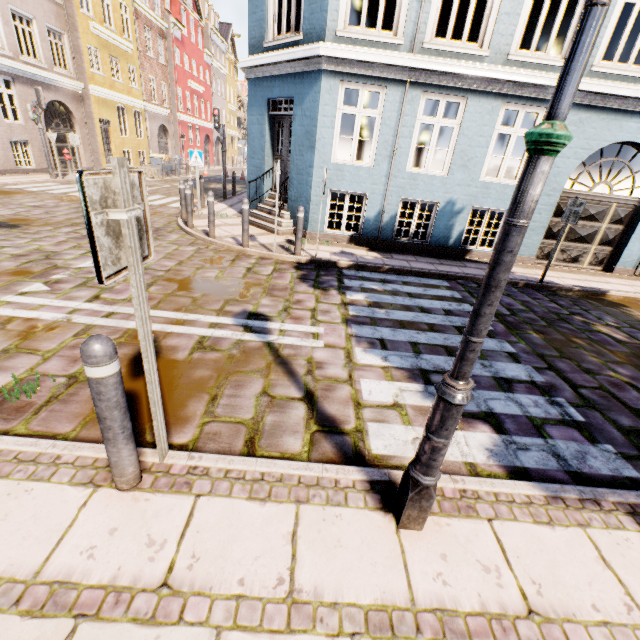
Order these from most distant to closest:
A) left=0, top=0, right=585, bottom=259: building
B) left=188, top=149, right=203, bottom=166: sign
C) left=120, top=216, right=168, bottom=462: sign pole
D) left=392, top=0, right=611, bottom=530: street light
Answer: left=188, top=149, right=203, bottom=166: sign, left=0, top=0, right=585, bottom=259: building, left=120, top=216, right=168, bottom=462: sign pole, left=392, top=0, right=611, bottom=530: street light

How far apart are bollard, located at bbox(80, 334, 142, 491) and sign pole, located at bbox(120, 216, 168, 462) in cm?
15

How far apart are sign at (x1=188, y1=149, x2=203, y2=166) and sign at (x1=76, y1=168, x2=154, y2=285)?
10.7m

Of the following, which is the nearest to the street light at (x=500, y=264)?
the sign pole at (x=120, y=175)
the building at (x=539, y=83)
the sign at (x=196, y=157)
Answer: the sign pole at (x=120, y=175)

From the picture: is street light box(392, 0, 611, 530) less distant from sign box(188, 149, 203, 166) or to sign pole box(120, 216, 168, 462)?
sign pole box(120, 216, 168, 462)

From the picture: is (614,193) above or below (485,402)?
above

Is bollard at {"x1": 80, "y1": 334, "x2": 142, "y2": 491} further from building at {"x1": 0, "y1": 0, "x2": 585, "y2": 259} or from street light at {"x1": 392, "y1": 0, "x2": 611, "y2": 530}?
building at {"x1": 0, "y1": 0, "x2": 585, "y2": 259}

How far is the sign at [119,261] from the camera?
1.4m
